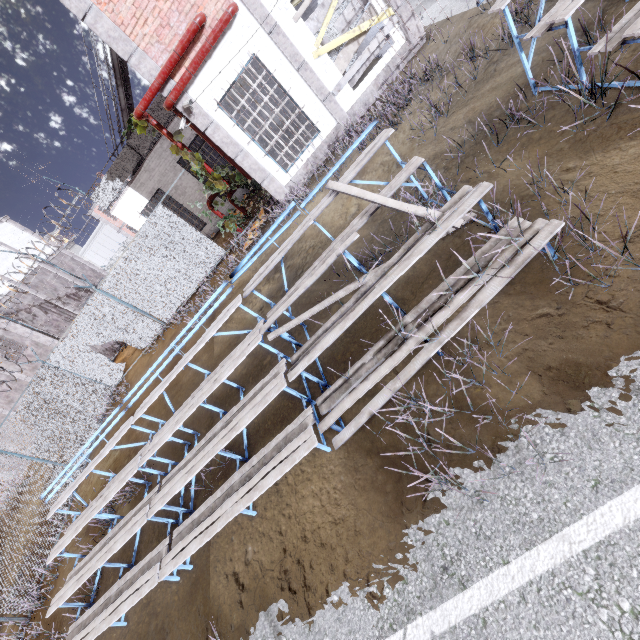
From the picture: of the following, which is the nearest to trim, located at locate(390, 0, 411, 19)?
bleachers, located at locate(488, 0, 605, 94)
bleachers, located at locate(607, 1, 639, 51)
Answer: bleachers, located at locate(488, 0, 605, 94)

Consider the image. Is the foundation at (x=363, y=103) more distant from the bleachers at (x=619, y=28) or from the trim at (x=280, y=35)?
the bleachers at (x=619, y=28)

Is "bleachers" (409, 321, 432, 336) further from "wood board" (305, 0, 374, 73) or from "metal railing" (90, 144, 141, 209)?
"metal railing" (90, 144, 141, 209)

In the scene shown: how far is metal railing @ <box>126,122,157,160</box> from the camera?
13.4 meters

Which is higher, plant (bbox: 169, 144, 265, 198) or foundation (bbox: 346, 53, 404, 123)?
plant (bbox: 169, 144, 265, 198)

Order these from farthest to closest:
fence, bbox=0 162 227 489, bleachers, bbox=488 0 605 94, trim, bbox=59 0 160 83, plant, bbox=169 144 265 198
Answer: fence, bbox=0 162 227 489 → plant, bbox=169 144 265 198 → trim, bbox=59 0 160 83 → bleachers, bbox=488 0 605 94

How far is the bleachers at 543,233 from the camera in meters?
2.9 m

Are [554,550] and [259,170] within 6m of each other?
no
